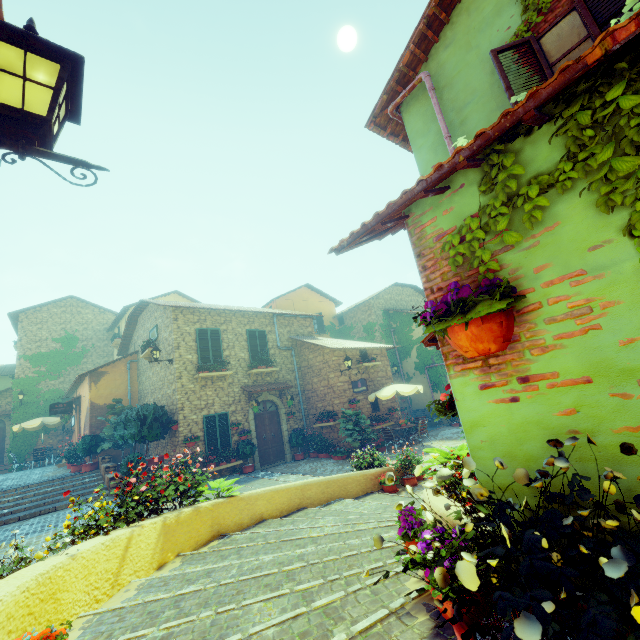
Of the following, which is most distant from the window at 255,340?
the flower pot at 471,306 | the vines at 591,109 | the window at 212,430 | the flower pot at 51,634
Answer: the flower pot at 471,306

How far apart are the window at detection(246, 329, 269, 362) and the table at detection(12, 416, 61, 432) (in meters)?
13.27

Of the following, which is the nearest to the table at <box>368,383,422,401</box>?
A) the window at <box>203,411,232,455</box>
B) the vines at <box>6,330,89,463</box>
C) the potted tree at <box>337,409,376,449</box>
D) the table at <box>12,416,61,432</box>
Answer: the potted tree at <box>337,409,376,449</box>

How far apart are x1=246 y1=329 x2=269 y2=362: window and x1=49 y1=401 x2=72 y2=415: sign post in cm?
961

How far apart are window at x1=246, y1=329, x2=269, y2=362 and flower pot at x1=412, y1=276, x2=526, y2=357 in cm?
1398

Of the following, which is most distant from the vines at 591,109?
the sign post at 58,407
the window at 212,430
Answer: the sign post at 58,407

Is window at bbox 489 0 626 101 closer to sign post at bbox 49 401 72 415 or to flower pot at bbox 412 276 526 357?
flower pot at bbox 412 276 526 357

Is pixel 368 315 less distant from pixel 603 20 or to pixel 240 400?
pixel 240 400
